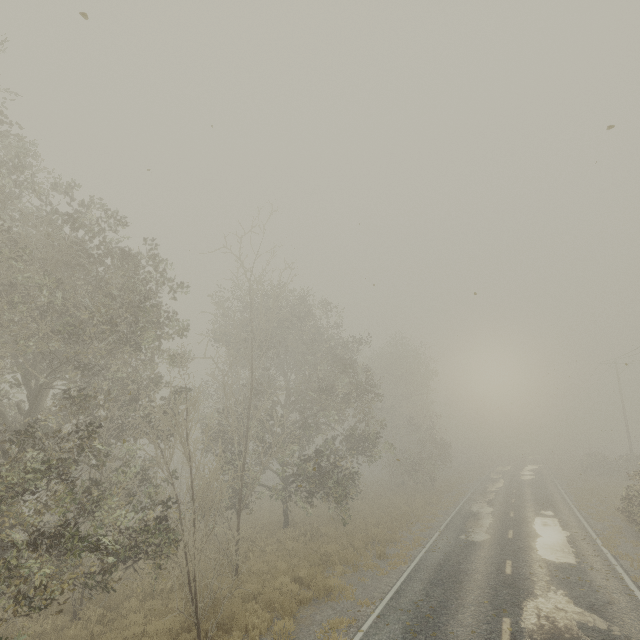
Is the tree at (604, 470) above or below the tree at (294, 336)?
below

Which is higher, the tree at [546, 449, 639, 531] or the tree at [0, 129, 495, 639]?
the tree at [0, 129, 495, 639]

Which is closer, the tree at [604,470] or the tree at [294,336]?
the tree at [294,336]

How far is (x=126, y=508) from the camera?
22.98m

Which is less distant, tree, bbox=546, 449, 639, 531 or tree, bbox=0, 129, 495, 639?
tree, bbox=0, 129, 495, 639
